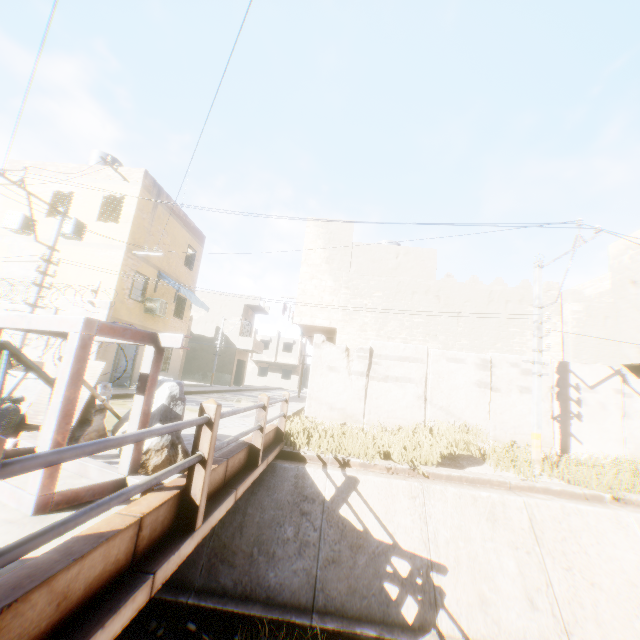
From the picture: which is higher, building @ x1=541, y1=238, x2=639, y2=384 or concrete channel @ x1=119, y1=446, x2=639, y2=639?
building @ x1=541, y1=238, x2=639, y2=384

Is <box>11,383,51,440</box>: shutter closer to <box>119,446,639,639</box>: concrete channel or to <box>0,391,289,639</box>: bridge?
<box>0,391,289,639</box>: bridge

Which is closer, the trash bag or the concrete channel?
the trash bag

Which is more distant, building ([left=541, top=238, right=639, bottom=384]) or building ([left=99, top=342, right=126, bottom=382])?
building ([left=99, top=342, right=126, bottom=382])

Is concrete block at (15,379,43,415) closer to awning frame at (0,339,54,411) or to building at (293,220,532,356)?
awning frame at (0,339,54,411)

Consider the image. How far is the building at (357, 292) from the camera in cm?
1289

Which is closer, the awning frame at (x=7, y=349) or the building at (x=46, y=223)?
the awning frame at (x=7, y=349)

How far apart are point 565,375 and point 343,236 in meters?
A: 9.8
